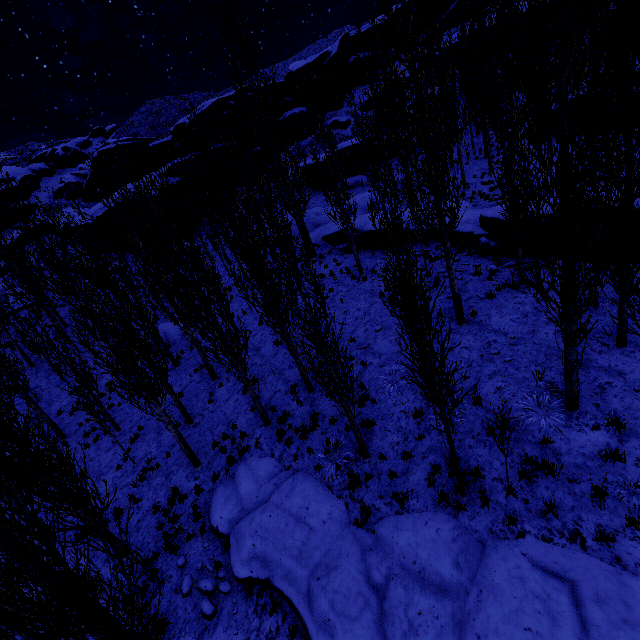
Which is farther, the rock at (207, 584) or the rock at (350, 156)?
the rock at (350, 156)

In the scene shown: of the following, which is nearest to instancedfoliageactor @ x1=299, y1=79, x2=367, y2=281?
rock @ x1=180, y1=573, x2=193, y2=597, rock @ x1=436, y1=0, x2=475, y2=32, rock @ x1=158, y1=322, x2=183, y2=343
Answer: rock @ x1=436, y1=0, x2=475, y2=32

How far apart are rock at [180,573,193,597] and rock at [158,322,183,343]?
15.2 meters

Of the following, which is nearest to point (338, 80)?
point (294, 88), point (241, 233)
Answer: point (294, 88)

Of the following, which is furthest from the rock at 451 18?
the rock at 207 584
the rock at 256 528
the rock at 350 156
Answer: the rock at 207 584

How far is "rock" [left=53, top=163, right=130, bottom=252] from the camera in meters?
32.9

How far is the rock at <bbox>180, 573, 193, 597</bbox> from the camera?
9.24m

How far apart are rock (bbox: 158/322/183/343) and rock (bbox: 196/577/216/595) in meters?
15.6 m
